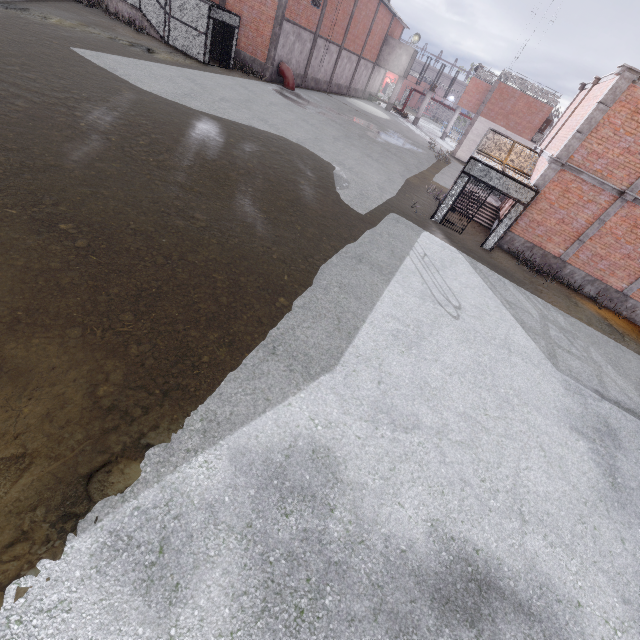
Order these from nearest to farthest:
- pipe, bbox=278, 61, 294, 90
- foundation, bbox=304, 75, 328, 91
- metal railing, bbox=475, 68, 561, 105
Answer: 1. pipe, bbox=278, 61, 294, 90
2. metal railing, bbox=475, 68, 561, 105
3. foundation, bbox=304, 75, 328, 91

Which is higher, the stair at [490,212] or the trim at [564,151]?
the trim at [564,151]

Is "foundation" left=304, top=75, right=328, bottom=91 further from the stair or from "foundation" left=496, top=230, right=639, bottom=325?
"foundation" left=496, top=230, right=639, bottom=325

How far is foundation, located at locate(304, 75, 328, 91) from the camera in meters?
30.7

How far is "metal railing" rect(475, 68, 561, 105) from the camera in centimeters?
3005cm

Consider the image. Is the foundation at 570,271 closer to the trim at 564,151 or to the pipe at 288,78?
the trim at 564,151

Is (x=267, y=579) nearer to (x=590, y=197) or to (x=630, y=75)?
(x=590, y=197)

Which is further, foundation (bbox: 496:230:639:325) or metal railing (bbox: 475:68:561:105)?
metal railing (bbox: 475:68:561:105)
